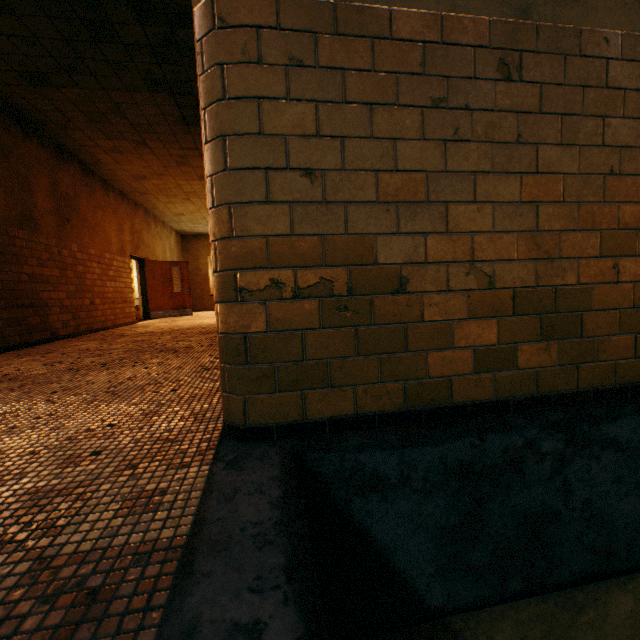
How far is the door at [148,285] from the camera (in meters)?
11.52

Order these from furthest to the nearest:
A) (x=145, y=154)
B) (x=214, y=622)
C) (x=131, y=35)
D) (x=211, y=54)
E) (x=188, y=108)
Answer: (x=145, y=154)
(x=188, y=108)
(x=131, y=35)
(x=211, y=54)
(x=214, y=622)

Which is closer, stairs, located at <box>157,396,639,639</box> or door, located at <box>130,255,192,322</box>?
stairs, located at <box>157,396,639,639</box>

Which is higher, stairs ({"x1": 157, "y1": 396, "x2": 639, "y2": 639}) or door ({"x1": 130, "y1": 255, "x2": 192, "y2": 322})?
door ({"x1": 130, "y1": 255, "x2": 192, "y2": 322})

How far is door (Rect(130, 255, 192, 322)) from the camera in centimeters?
1152cm

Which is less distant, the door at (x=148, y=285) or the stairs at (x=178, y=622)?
the stairs at (x=178, y=622)
